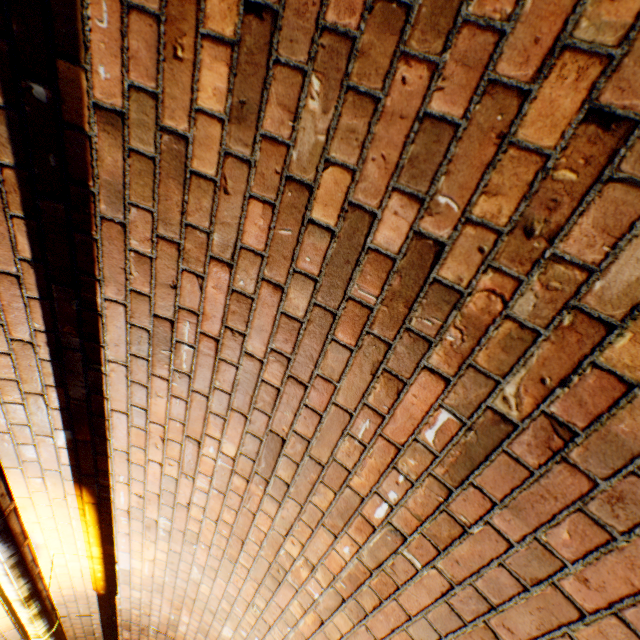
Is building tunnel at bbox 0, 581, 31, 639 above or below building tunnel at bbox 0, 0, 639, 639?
above

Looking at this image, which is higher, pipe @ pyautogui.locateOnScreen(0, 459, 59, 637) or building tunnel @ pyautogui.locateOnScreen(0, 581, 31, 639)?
building tunnel @ pyautogui.locateOnScreen(0, 581, 31, 639)

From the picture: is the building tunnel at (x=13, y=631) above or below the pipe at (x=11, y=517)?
above

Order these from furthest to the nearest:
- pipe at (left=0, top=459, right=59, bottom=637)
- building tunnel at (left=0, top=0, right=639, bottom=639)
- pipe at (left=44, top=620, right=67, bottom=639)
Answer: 1. pipe at (left=44, top=620, right=67, bottom=639)
2. pipe at (left=0, top=459, right=59, bottom=637)
3. building tunnel at (left=0, top=0, right=639, bottom=639)

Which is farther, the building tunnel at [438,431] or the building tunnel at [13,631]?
the building tunnel at [13,631]

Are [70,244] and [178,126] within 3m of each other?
yes

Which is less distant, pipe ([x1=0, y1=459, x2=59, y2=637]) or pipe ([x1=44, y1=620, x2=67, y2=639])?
pipe ([x1=0, y1=459, x2=59, y2=637])
